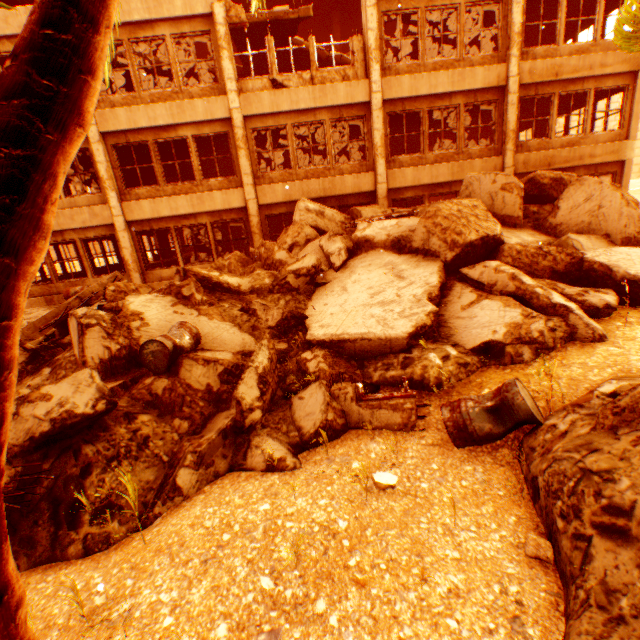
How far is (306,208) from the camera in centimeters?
1077cm

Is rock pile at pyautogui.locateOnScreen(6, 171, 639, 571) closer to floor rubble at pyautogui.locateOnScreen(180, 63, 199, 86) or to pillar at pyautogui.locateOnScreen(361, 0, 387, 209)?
pillar at pyautogui.locateOnScreen(361, 0, 387, 209)

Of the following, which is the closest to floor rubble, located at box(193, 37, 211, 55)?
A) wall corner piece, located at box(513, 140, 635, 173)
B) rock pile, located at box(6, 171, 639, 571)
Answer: rock pile, located at box(6, 171, 639, 571)

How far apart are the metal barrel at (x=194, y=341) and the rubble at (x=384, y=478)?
3.2m

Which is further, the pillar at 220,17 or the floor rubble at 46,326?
the pillar at 220,17

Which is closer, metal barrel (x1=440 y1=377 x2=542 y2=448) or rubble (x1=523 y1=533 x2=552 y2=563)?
rubble (x1=523 y1=533 x2=552 y2=563)

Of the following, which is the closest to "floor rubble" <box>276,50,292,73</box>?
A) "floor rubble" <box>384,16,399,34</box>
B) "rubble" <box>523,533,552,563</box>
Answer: "floor rubble" <box>384,16,399,34</box>

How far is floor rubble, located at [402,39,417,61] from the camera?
14.27m
